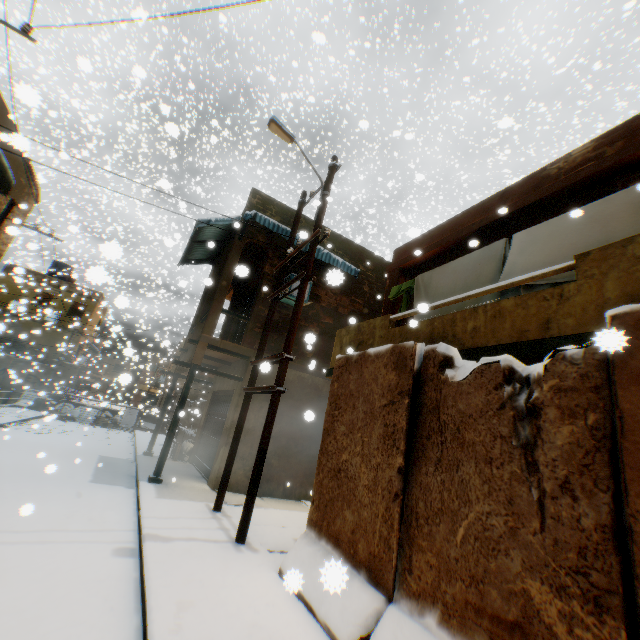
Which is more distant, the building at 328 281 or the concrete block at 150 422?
the concrete block at 150 422

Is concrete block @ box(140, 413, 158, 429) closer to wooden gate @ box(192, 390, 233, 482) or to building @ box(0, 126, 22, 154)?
building @ box(0, 126, 22, 154)

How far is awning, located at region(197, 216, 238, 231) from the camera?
10.6m

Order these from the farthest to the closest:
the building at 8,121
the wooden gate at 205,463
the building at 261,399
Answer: the wooden gate at 205,463 → the building at 261,399 → the building at 8,121

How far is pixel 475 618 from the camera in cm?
271

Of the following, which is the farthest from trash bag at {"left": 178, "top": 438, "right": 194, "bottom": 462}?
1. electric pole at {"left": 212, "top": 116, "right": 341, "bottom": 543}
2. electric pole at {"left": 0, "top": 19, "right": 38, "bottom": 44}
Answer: electric pole at {"left": 0, "top": 19, "right": 38, "bottom": 44}

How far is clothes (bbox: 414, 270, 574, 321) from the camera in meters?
4.4

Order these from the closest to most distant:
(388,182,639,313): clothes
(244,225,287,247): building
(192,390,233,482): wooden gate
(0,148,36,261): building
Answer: (388,182,639,313): clothes → (0,148,36,261): building → (192,390,233,482): wooden gate → (244,225,287,247): building
